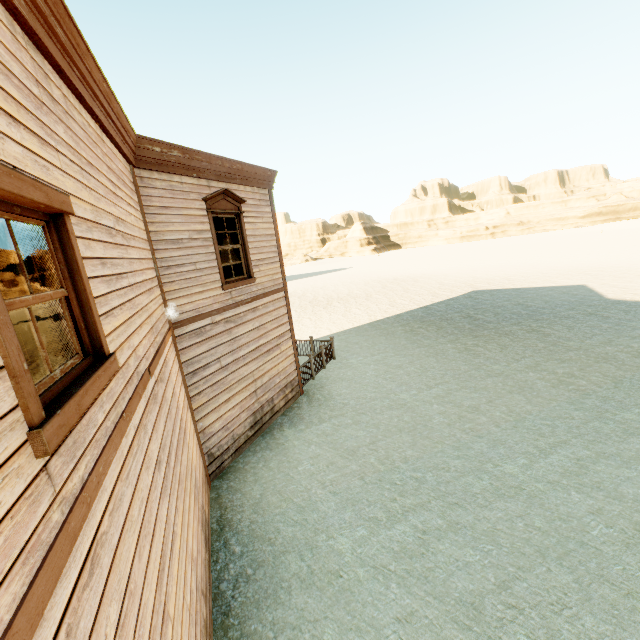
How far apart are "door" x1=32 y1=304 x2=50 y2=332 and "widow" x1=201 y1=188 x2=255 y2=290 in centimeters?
416cm

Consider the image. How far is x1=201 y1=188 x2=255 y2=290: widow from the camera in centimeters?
732cm

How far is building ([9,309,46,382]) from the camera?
3.9m

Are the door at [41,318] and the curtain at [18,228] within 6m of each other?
no

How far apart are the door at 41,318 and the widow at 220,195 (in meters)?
4.16

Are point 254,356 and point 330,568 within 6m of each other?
yes

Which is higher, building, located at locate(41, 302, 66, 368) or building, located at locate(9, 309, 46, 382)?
building, located at locate(9, 309, 46, 382)

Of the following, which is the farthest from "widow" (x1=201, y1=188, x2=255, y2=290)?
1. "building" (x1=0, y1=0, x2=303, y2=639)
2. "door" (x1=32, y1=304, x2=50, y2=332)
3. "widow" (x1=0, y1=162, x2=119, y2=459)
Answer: "widow" (x1=0, y1=162, x2=119, y2=459)
